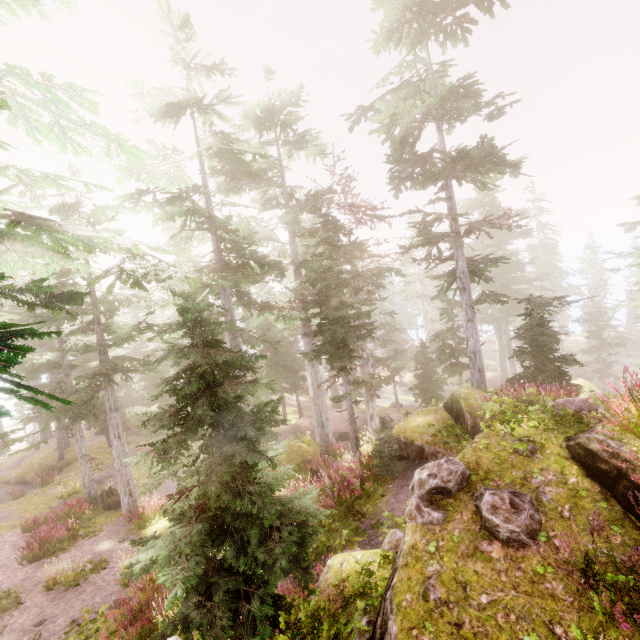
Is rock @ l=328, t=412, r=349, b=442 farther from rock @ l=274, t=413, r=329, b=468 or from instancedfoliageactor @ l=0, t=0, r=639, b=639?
rock @ l=274, t=413, r=329, b=468

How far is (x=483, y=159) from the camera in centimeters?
1065cm

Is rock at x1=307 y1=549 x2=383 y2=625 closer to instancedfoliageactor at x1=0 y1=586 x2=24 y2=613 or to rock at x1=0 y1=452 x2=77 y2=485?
instancedfoliageactor at x1=0 y1=586 x2=24 y2=613

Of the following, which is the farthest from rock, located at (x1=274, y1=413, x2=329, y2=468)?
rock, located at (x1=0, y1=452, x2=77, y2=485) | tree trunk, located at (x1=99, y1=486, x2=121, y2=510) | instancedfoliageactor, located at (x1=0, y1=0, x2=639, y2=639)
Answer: rock, located at (x1=0, y1=452, x2=77, y2=485)

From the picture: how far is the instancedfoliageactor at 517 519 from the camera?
3.82m

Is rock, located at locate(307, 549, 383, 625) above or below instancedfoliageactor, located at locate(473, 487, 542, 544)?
below

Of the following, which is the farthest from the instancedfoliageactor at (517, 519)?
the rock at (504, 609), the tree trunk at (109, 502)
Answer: the tree trunk at (109, 502)

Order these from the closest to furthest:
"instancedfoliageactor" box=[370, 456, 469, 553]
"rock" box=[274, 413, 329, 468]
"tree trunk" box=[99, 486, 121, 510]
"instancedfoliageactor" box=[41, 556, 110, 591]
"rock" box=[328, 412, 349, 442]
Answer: "instancedfoliageactor" box=[370, 456, 469, 553] < "instancedfoliageactor" box=[41, 556, 110, 591] < "rock" box=[274, 413, 329, 468] < "tree trunk" box=[99, 486, 121, 510] < "rock" box=[328, 412, 349, 442]
